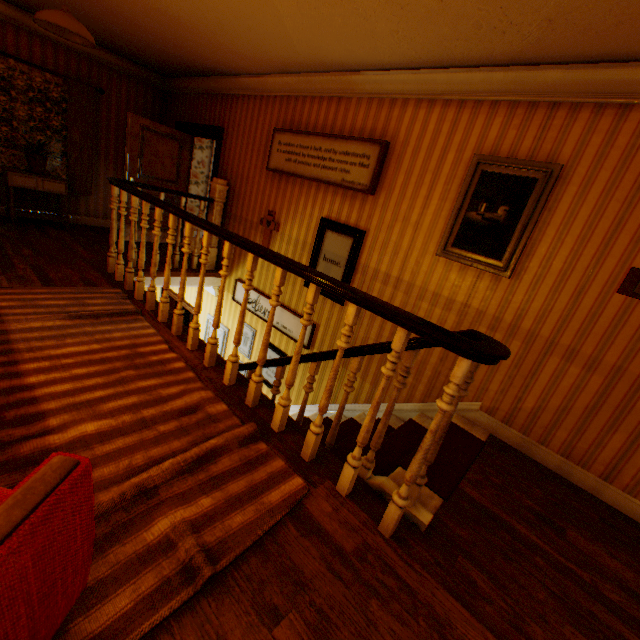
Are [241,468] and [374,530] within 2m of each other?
yes

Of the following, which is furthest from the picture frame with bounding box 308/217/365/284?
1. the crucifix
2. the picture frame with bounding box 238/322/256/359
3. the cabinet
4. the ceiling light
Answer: the cabinet

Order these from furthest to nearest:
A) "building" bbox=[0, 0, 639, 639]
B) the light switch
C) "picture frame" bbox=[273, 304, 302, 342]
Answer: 1. "picture frame" bbox=[273, 304, 302, 342]
2. the light switch
3. "building" bbox=[0, 0, 639, 639]

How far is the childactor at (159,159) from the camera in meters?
5.8 m

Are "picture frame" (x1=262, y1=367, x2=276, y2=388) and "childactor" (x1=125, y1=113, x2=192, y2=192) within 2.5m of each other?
no

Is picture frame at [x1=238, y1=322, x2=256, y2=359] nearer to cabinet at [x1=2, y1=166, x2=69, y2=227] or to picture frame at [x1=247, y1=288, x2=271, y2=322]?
picture frame at [x1=247, y1=288, x2=271, y2=322]

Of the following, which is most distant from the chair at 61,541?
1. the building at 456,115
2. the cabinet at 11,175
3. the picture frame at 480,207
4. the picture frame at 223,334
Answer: the cabinet at 11,175

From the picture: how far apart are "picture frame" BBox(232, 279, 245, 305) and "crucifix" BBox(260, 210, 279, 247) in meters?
0.7 m
